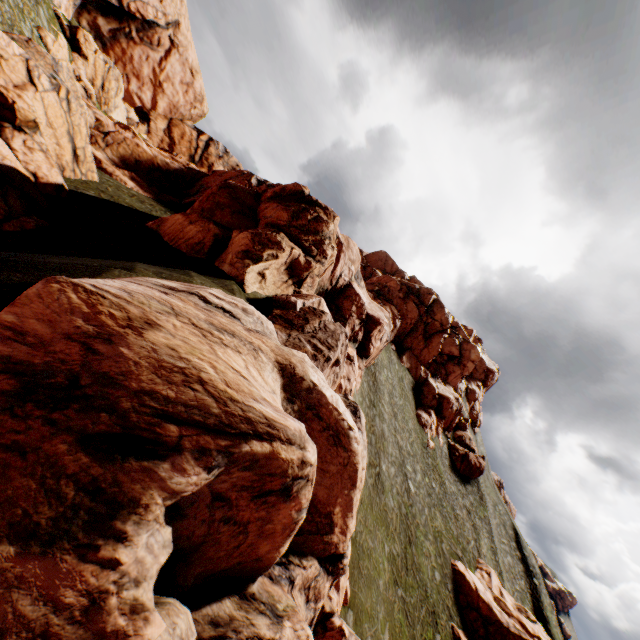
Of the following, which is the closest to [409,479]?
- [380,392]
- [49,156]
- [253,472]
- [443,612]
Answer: [380,392]

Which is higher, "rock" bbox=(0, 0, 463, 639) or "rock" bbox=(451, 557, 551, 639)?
"rock" bbox=(0, 0, 463, 639)

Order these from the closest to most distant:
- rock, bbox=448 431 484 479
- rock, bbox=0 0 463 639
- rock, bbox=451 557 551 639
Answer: rock, bbox=0 0 463 639 → rock, bbox=451 557 551 639 → rock, bbox=448 431 484 479

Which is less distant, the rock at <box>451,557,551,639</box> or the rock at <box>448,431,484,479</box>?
the rock at <box>451,557,551,639</box>

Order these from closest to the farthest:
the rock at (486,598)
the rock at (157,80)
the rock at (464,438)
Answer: the rock at (157,80) → the rock at (486,598) → the rock at (464,438)

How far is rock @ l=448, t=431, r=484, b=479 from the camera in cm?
5334

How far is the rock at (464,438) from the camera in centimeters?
5334cm
